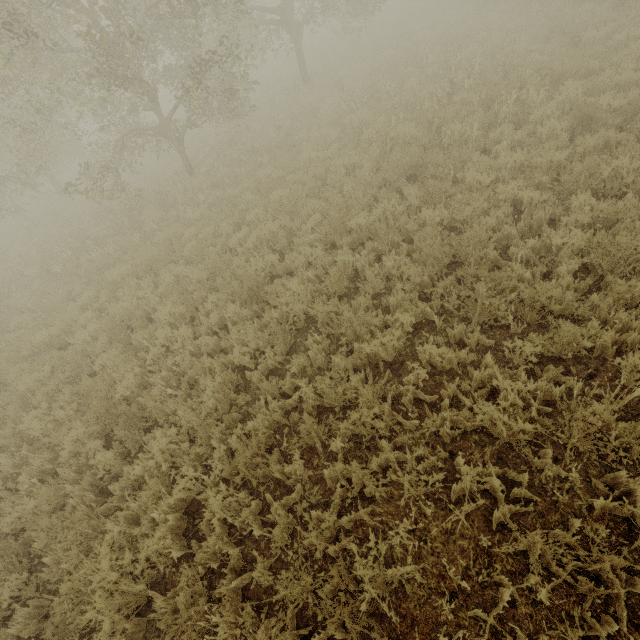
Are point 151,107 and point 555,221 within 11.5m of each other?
no
